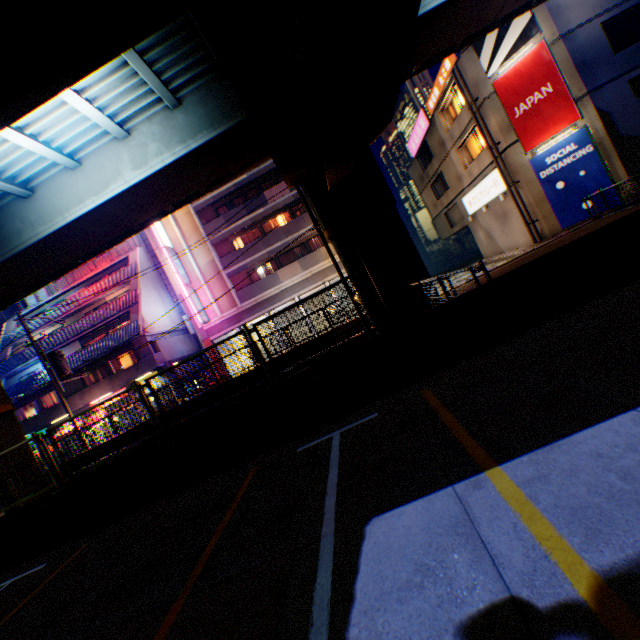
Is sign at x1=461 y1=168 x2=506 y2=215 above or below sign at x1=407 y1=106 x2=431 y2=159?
below

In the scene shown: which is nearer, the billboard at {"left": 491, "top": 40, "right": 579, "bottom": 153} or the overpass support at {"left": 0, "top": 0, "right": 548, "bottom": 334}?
the overpass support at {"left": 0, "top": 0, "right": 548, "bottom": 334}

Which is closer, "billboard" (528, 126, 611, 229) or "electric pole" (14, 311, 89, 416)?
"billboard" (528, 126, 611, 229)

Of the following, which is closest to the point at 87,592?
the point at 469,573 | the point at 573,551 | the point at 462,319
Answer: the point at 469,573

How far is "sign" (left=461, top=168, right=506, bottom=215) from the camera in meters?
20.2

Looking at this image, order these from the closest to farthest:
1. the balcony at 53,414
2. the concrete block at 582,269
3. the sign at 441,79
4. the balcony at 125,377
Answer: the concrete block at 582,269
the sign at 441,79
the balcony at 125,377
the balcony at 53,414

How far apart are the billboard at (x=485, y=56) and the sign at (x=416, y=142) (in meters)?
7.06

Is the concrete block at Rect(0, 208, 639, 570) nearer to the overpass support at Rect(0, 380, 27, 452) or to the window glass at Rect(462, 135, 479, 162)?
the overpass support at Rect(0, 380, 27, 452)
